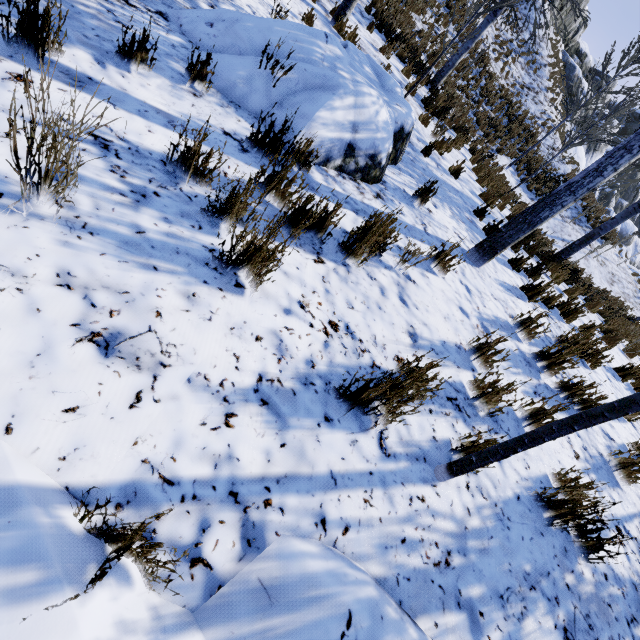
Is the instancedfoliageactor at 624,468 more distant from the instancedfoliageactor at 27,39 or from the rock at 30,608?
the rock at 30,608

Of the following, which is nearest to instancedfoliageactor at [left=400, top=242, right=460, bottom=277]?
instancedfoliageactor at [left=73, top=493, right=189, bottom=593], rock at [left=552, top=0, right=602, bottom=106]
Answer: instancedfoliageactor at [left=73, top=493, right=189, bottom=593]

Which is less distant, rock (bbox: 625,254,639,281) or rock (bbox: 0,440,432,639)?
rock (bbox: 0,440,432,639)

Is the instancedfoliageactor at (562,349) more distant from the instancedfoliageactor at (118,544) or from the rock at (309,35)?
the instancedfoliageactor at (118,544)

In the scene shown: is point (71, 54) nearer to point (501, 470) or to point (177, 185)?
point (177, 185)

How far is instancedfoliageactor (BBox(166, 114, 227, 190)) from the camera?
2.0 meters

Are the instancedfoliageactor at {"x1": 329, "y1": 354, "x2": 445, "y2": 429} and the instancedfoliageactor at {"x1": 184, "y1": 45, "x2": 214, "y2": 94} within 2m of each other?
no

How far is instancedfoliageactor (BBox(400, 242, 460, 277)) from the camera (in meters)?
3.03
